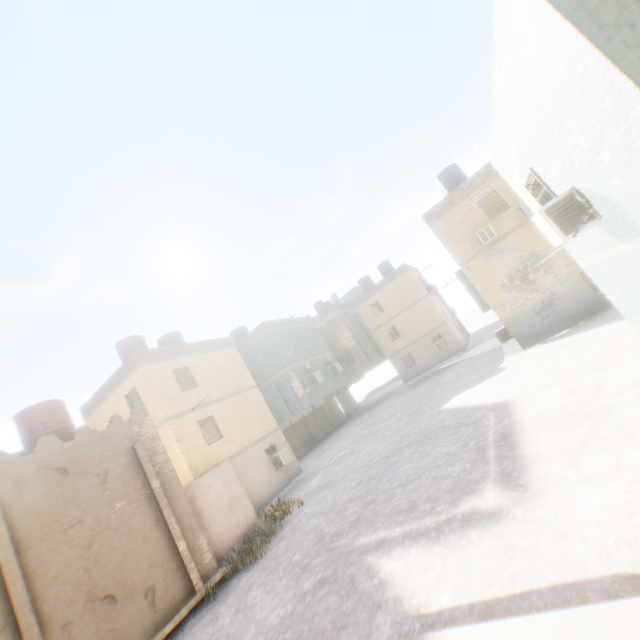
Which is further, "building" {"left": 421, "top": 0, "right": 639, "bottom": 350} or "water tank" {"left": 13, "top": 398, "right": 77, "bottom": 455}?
"water tank" {"left": 13, "top": 398, "right": 77, "bottom": 455}

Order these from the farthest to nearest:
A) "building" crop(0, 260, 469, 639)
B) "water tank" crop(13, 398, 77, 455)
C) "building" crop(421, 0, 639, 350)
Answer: "water tank" crop(13, 398, 77, 455)
"building" crop(0, 260, 469, 639)
"building" crop(421, 0, 639, 350)

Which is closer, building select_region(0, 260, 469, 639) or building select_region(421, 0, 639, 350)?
building select_region(421, 0, 639, 350)

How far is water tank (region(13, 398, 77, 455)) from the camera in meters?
11.6

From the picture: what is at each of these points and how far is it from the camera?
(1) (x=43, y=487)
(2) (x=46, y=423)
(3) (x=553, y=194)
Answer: (1) building, 9.06m
(2) water tank, 11.85m
(3) building, 7.28m

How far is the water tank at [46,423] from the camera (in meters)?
11.61

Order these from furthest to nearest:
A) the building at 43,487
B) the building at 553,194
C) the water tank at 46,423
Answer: the water tank at 46,423 < the building at 43,487 < the building at 553,194
